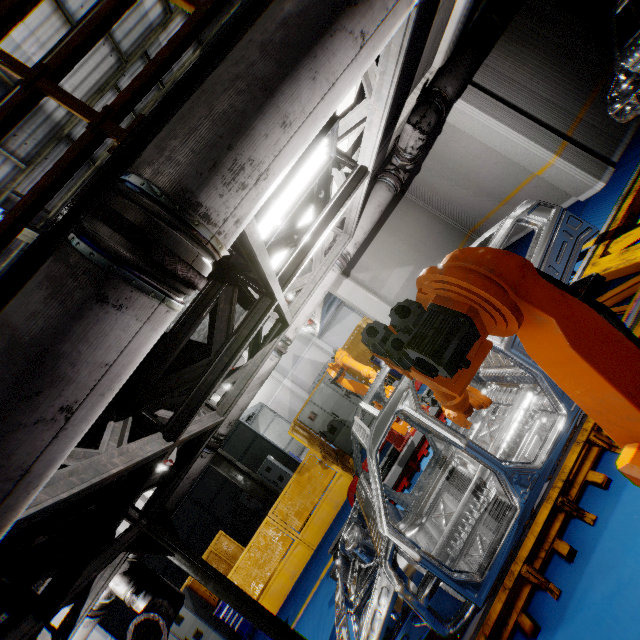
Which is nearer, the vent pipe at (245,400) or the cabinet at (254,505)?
the vent pipe at (245,400)

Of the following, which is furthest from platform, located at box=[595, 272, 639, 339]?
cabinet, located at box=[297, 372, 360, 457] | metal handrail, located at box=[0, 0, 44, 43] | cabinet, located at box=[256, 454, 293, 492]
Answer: cabinet, located at box=[256, 454, 293, 492]

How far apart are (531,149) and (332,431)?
8.6m

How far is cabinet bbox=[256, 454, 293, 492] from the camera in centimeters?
1402cm

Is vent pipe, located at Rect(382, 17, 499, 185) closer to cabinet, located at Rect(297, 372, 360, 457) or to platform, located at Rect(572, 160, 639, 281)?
platform, located at Rect(572, 160, 639, 281)

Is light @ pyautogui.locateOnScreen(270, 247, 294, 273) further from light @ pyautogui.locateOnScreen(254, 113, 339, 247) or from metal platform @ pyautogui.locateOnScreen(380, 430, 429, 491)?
metal platform @ pyautogui.locateOnScreen(380, 430, 429, 491)

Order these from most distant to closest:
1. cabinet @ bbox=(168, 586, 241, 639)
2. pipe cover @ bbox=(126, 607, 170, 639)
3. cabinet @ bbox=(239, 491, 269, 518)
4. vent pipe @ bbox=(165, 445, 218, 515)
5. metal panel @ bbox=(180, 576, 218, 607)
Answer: cabinet @ bbox=(239, 491, 269, 518) < metal panel @ bbox=(180, 576, 218, 607) < cabinet @ bbox=(168, 586, 241, 639) < vent pipe @ bbox=(165, 445, 218, 515) < pipe cover @ bbox=(126, 607, 170, 639)

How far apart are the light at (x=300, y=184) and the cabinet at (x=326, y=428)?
7.2 meters
